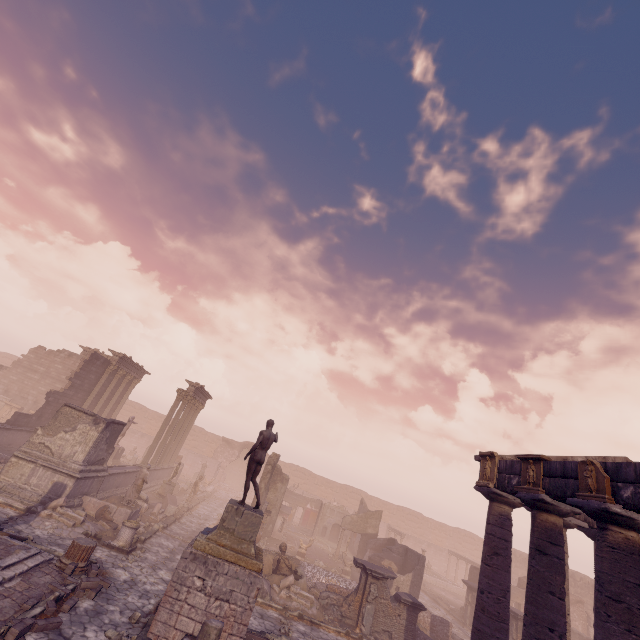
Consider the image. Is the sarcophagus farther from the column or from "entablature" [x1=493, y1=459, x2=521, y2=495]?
the column

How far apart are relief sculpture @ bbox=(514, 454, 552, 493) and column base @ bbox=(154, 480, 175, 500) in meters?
21.0

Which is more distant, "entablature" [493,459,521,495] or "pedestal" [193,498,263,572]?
"entablature" [493,459,521,495]

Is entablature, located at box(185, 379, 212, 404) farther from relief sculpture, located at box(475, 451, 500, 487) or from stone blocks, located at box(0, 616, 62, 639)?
relief sculpture, located at box(475, 451, 500, 487)

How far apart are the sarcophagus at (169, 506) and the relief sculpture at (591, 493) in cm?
2004

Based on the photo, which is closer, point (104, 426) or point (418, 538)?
point (104, 426)

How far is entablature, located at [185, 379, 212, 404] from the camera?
25.42m

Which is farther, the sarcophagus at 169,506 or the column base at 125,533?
the sarcophagus at 169,506
